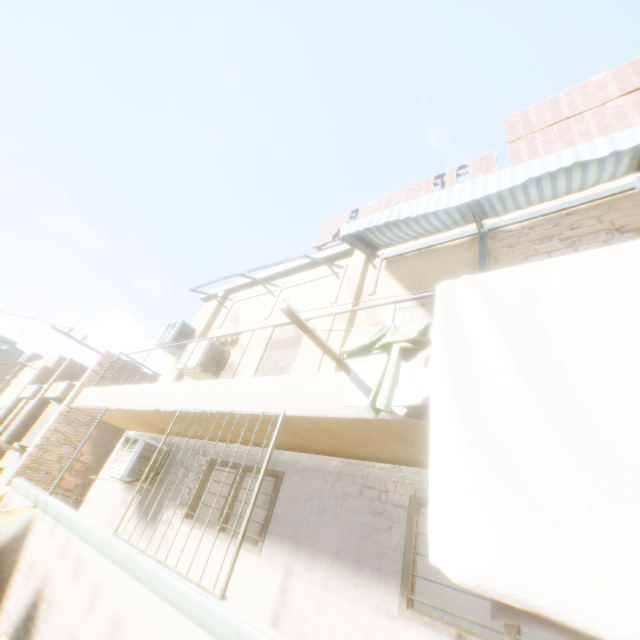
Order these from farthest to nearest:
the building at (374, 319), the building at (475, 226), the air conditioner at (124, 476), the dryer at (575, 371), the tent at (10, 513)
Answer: the air conditioner at (124, 476)
the tent at (10, 513)
the building at (374, 319)
the building at (475, 226)
the dryer at (575, 371)

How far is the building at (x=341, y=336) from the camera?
5.6m

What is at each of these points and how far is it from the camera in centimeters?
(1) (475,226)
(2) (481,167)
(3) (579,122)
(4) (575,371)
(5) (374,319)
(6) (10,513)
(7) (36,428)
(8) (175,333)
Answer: (1) building, 584cm
(2) wooden shield, 664cm
(3) wooden shield, 577cm
(4) dryer, 117cm
(5) building, 586cm
(6) tent, 547cm
(7) shutter, 1009cm
(8) air conditioner, 912cm

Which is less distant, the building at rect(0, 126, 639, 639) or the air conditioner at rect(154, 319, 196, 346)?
the building at rect(0, 126, 639, 639)

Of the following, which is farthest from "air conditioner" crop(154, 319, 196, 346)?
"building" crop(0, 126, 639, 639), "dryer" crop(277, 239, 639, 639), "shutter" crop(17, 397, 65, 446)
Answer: "dryer" crop(277, 239, 639, 639)

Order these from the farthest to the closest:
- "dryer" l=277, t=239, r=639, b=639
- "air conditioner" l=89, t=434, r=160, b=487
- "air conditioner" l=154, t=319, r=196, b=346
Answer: "air conditioner" l=154, t=319, r=196, b=346, "air conditioner" l=89, t=434, r=160, b=487, "dryer" l=277, t=239, r=639, b=639

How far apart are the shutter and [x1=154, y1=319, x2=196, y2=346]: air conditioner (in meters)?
3.97

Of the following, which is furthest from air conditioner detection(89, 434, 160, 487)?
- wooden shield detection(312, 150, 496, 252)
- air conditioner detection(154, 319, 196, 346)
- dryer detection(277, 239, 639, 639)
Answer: wooden shield detection(312, 150, 496, 252)
